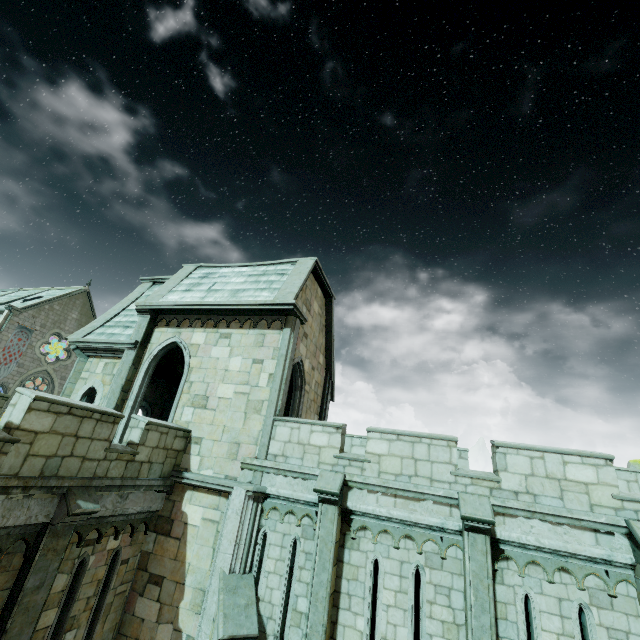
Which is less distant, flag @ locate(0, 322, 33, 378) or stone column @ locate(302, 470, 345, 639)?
stone column @ locate(302, 470, 345, 639)

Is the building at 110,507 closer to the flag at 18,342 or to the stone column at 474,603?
the flag at 18,342

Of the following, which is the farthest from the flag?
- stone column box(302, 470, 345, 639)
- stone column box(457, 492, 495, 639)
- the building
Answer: stone column box(457, 492, 495, 639)

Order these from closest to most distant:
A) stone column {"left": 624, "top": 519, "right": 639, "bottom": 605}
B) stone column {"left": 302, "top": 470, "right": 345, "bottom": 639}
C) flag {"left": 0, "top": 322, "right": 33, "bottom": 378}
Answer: stone column {"left": 624, "top": 519, "right": 639, "bottom": 605} < stone column {"left": 302, "top": 470, "right": 345, "bottom": 639} < flag {"left": 0, "top": 322, "right": 33, "bottom": 378}

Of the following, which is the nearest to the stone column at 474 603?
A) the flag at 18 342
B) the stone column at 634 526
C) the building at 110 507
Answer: the stone column at 634 526

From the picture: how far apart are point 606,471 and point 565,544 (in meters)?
1.87

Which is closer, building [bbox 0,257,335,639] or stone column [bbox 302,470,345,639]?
building [bbox 0,257,335,639]

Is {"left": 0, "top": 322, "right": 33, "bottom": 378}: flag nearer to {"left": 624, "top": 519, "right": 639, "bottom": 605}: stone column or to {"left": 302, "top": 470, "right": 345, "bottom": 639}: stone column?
{"left": 302, "top": 470, "right": 345, "bottom": 639}: stone column
